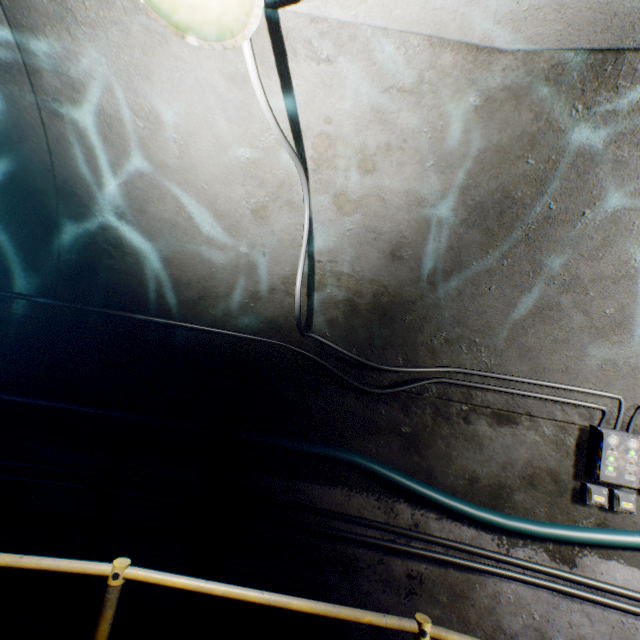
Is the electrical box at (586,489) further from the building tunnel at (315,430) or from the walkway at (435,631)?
the walkway at (435,631)

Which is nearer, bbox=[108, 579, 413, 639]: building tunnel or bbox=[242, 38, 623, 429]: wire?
bbox=[242, 38, 623, 429]: wire

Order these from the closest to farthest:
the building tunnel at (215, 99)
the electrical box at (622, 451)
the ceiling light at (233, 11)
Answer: the ceiling light at (233, 11), the building tunnel at (215, 99), the electrical box at (622, 451)

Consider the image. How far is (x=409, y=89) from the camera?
1.75m

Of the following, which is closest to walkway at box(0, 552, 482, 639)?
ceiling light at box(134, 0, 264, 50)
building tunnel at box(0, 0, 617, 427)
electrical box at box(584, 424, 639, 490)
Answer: building tunnel at box(0, 0, 617, 427)

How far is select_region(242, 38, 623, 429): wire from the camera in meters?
1.4 m

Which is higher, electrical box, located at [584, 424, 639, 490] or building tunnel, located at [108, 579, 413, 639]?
electrical box, located at [584, 424, 639, 490]

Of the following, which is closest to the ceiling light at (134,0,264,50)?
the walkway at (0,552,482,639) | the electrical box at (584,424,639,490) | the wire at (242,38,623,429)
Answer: the wire at (242,38,623,429)
